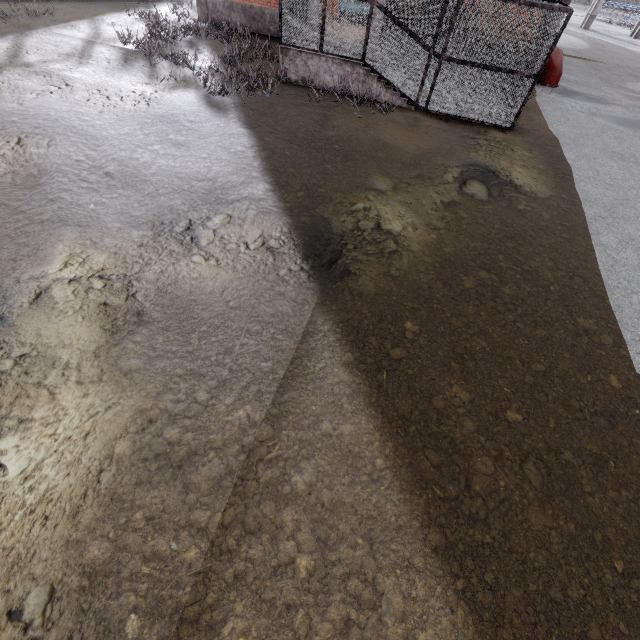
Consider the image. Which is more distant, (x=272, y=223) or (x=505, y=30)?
(x=505, y=30)

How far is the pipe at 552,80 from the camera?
14.5 meters

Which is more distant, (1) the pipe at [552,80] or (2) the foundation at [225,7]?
(2) the foundation at [225,7]

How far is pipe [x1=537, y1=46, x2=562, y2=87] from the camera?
14.48m

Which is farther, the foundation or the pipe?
the foundation
